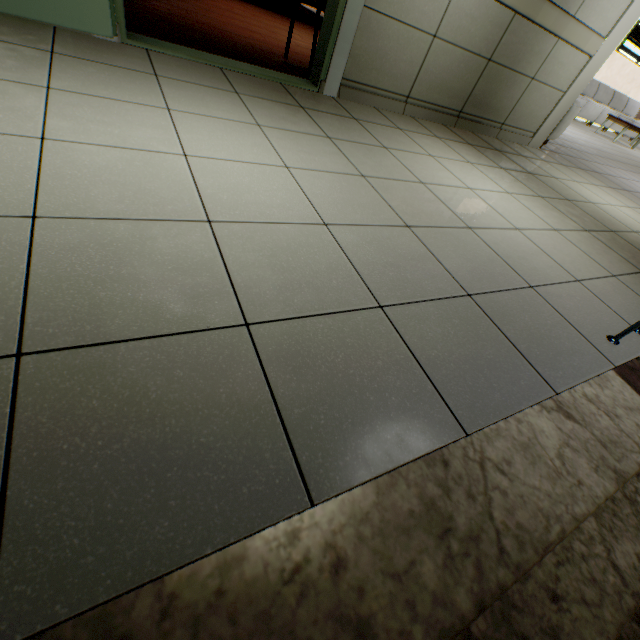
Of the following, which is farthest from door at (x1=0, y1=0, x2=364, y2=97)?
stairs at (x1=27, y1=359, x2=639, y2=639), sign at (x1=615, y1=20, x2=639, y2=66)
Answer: sign at (x1=615, y1=20, x2=639, y2=66)

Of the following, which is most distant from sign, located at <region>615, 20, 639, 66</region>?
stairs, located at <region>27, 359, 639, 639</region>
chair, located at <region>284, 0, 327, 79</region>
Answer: chair, located at <region>284, 0, 327, 79</region>

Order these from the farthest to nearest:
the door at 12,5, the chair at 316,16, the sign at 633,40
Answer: the sign at 633,40 → the chair at 316,16 → the door at 12,5

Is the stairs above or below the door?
below

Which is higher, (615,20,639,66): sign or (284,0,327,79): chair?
(615,20,639,66): sign

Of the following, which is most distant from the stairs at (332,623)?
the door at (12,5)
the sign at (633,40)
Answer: the sign at (633,40)

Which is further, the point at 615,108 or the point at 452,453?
the point at 615,108

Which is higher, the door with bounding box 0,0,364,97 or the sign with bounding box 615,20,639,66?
the sign with bounding box 615,20,639,66
